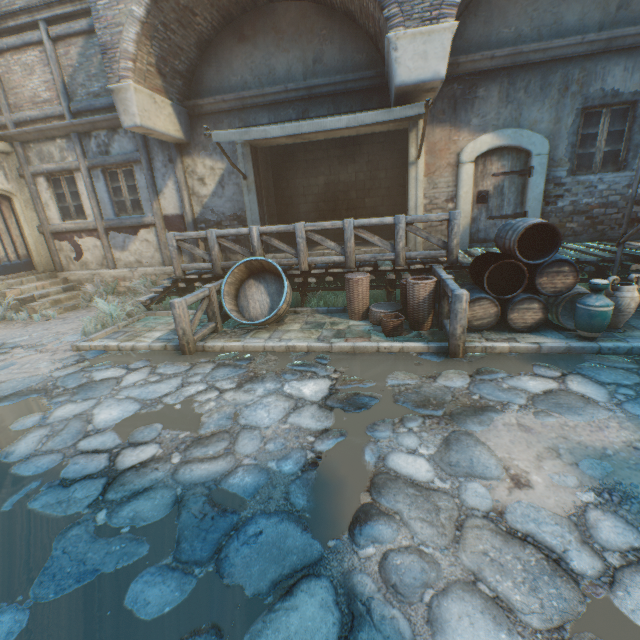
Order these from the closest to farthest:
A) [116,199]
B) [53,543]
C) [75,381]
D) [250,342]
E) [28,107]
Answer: [53,543]
[75,381]
[250,342]
[28,107]
[116,199]

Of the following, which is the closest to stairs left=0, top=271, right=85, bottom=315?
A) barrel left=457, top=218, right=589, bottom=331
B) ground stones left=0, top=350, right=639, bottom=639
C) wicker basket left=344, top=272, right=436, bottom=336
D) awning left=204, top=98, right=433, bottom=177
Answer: ground stones left=0, top=350, right=639, bottom=639

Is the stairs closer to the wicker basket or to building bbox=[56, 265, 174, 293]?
building bbox=[56, 265, 174, 293]

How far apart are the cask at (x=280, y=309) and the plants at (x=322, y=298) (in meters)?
0.58

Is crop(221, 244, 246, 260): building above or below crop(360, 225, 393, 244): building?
A: below

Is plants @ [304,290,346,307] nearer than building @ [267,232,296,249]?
Yes

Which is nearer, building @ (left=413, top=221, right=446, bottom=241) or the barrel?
the barrel

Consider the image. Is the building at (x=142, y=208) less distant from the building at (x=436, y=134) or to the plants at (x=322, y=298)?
the building at (x=436, y=134)
